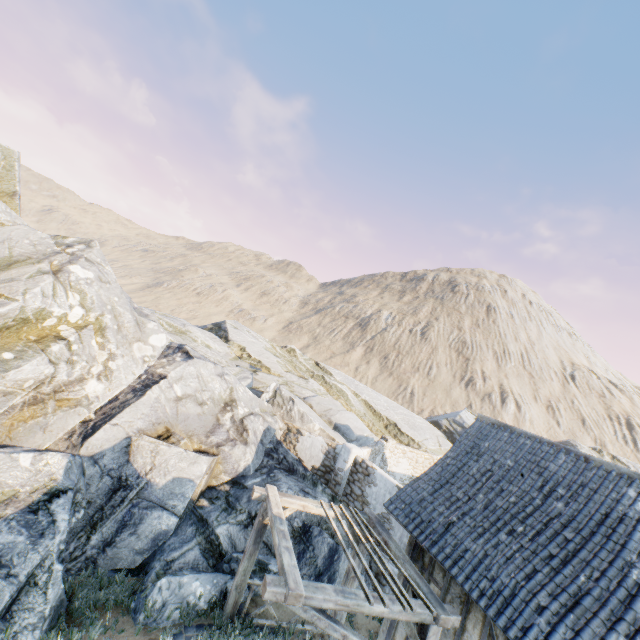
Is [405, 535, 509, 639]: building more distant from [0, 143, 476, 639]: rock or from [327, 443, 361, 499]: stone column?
[327, 443, 361, 499]: stone column

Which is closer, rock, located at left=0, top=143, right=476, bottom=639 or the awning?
the awning

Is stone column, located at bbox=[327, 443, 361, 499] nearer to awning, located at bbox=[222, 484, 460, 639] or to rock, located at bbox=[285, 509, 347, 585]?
rock, located at bbox=[285, 509, 347, 585]

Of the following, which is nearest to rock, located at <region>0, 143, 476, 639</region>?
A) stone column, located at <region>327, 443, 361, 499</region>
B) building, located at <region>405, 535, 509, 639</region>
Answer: stone column, located at <region>327, 443, 361, 499</region>

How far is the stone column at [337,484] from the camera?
13.4m

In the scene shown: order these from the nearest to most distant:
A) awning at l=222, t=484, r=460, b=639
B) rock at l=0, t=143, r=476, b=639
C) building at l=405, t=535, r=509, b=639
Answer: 1. awning at l=222, t=484, r=460, b=639
2. building at l=405, t=535, r=509, b=639
3. rock at l=0, t=143, r=476, b=639

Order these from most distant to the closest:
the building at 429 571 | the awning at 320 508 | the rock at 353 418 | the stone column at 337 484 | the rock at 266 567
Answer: the stone column at 337 484, the rock at 266 567, the rock at 353 418, the building at 429 571, the awning at 320 508

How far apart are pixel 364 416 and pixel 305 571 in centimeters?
1495cm
